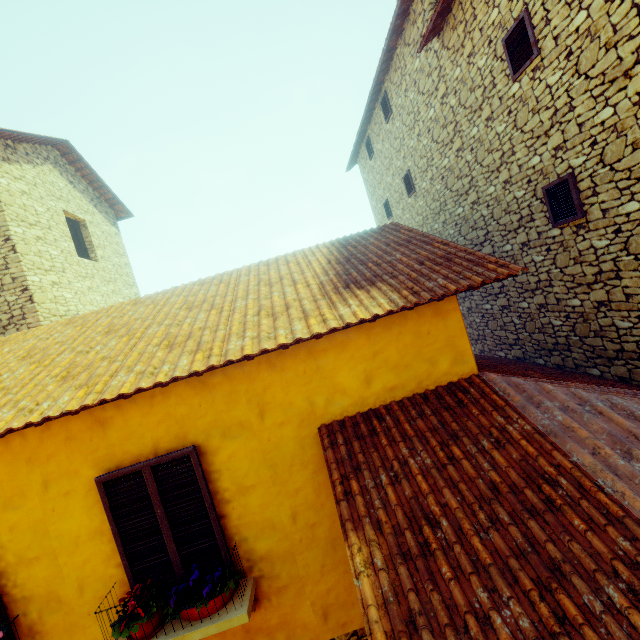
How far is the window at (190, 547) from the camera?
3.5m

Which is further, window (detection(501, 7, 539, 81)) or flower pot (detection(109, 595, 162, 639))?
window (detection(501, 7, 539, 81))

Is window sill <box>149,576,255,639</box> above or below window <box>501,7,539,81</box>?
below

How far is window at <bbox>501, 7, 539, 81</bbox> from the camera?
4.76m

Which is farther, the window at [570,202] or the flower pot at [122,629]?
the window at [570,202]

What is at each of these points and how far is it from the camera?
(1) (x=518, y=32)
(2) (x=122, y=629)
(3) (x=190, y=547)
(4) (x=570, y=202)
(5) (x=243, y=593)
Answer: (1) window, 4.99m
(2) flower pot, 3.18m
(3) window, 3.62m
(4) window, 4.98m
(5) window sill, 3.50m

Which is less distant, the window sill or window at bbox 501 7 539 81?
the window sill
